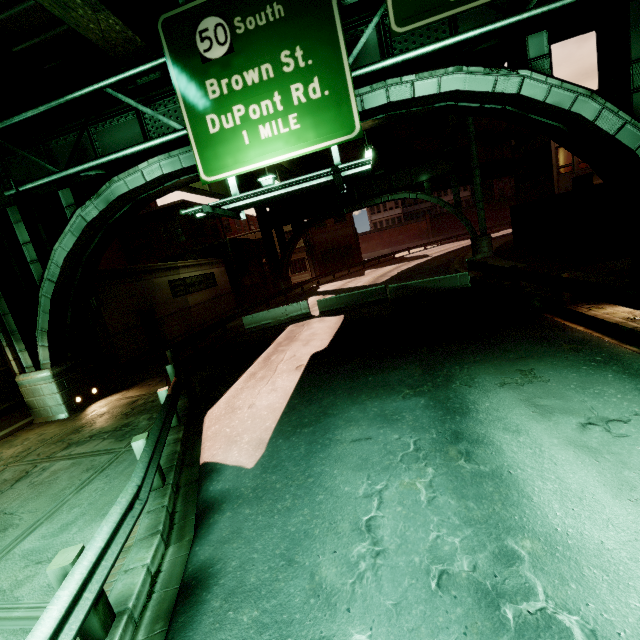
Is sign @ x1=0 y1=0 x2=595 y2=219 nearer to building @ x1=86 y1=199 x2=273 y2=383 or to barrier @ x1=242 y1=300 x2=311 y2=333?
building @ x1=86 y1=199 x2=273 y2=383

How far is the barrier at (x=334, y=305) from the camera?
18.0 meters

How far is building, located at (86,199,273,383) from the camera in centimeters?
1505cm

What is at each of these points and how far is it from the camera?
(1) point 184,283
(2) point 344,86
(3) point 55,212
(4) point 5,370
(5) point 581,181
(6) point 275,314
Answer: (1) sign, 21.4m
(2) sign, 7.2m
(3) building, 13.5m
(4) building, 10.7m
(5) planter, 24.4m
(6) barrier, 19.0m

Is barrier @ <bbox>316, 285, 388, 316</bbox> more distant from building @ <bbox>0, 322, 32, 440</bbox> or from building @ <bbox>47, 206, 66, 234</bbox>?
building @ <bbox>0, 322, 32, 440</bbox>

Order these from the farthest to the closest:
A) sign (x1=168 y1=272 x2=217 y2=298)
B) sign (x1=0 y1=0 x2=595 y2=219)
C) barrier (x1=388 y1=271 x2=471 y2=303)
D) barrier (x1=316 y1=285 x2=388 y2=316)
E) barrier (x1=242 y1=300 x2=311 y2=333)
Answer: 1. sign (x1=168 y1=272 x2=217 y2=298)
2. barrier (x1=242 y1=300 x2=311 y2=333)
3. barrier (x1=316 y1=285 x2=388 y2=316)
4. barrier (x1=388 y1=271 x2=471 y2=303)
5. sign (x1=0 y1=0 x2=595 y2=219)

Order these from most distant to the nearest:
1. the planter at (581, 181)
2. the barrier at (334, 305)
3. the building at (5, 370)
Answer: the planter at (581, 181) → the barrier at (334, 305) → the building at (5, 370)

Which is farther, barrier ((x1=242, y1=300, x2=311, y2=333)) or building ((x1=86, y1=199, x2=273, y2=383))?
barrier ((x1=242, y1=300, x2=311, y2=333))
